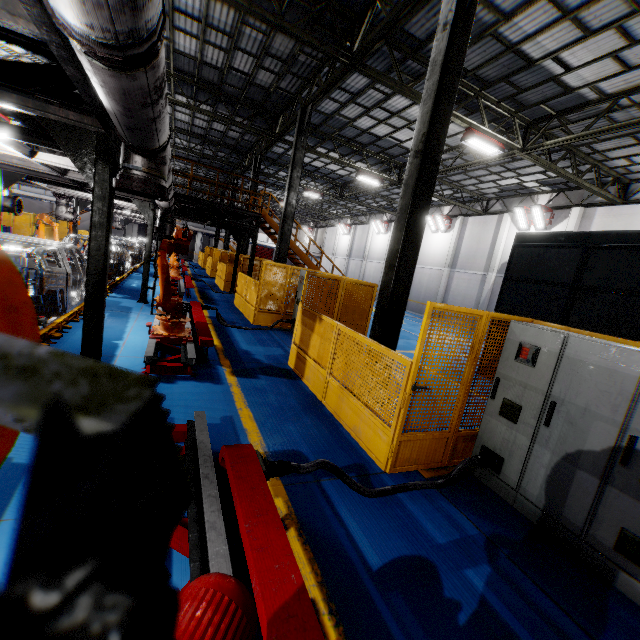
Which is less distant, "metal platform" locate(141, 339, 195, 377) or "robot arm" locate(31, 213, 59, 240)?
"metal platform" locate(141, 339, 195, 377)

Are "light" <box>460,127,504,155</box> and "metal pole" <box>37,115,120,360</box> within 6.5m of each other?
no

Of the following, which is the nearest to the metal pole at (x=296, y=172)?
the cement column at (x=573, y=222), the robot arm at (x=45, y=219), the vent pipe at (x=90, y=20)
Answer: the vent pipe at (x=90, y=20)

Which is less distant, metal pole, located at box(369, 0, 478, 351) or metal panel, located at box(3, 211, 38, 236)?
metal pole, located at box(369, 0, 478, 351)

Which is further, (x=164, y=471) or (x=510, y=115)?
(x=510, y=115)

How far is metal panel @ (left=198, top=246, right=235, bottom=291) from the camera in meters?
18.3 m

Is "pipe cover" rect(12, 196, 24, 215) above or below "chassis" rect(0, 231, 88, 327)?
above

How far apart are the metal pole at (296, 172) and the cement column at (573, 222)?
14.53m
